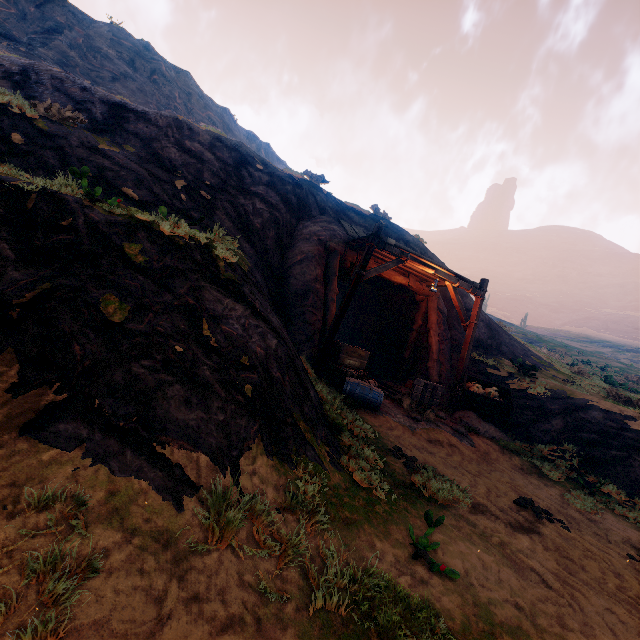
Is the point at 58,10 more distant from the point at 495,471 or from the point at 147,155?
the point at 495,471

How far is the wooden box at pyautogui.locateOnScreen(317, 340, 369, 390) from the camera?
8.7 meters

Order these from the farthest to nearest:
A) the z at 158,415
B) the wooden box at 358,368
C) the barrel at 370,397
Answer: the wooden box at 358,368, the barrel at 370,397, the z at 158,415

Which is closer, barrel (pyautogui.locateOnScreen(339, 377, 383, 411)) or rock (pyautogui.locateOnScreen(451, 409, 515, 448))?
barrel (pyautogui.locateOnScreen(339, 377, 383, 411))

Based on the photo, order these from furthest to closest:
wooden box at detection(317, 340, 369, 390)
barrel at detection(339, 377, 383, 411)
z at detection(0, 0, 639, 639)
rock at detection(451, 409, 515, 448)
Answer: rock at detection(451, 409, 515, 448) < wooden box at detection(317, 340, 369, 390) < barrel at detection(339, 377, 383, 411) < z at detection(0, 0, 639, 639)

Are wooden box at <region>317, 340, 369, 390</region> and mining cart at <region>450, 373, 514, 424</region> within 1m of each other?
no

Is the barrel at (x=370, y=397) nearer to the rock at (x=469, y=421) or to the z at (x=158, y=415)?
the z at (x=158, y=415)

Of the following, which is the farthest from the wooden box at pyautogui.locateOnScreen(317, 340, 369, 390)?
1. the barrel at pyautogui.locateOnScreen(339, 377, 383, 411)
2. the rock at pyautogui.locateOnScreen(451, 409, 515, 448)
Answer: the rock at pyautogui.locateOnScreen(451, 409, 515, 448)
